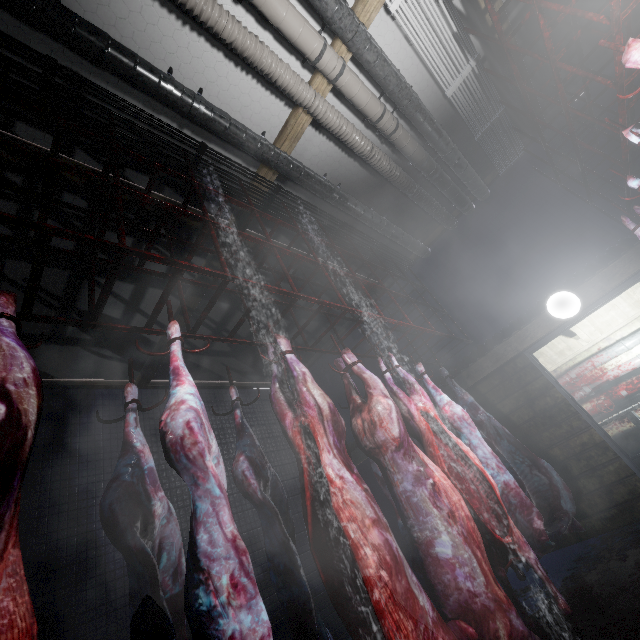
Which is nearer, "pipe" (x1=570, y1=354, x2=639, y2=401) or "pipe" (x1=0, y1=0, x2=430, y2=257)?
"pipe" (x1=0, y1=0, x2=430, y2=257)

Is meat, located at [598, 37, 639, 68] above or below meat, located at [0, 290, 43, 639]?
above

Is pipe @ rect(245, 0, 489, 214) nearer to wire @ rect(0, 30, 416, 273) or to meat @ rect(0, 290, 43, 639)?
wire @ rect(0, 30, 416, 273)

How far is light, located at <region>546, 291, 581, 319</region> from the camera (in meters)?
3.58

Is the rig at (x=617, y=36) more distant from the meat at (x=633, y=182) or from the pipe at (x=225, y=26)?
the pipe at (x=225, y=26)

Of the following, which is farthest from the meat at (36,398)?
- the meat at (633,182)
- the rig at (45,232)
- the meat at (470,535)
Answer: → the meat at (633,182)

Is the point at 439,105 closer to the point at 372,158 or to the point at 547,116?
the point at 372,158

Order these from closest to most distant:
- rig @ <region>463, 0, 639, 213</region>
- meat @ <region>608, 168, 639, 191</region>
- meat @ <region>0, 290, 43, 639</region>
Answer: meat @ <region>0, 290, 43, 639</region> → rig @ <region>463, 0, 639, 213</region> → meat @ <region>608, 168, 639, 191</region>
